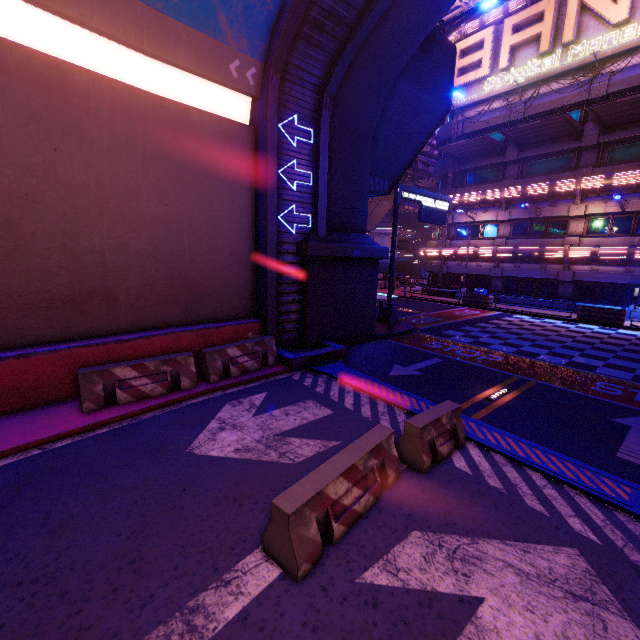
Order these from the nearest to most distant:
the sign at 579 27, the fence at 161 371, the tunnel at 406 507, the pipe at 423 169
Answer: the tunnel at 406 507 < the fence at 161 371 < the sign at 579 27 < the pipe at 423 169

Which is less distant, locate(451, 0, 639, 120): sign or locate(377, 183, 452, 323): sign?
locate(377, 183, 452, 323): sign

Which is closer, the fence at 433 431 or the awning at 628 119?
the fence at 433 431

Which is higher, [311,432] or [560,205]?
[560,205]

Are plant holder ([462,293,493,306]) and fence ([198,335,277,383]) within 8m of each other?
no

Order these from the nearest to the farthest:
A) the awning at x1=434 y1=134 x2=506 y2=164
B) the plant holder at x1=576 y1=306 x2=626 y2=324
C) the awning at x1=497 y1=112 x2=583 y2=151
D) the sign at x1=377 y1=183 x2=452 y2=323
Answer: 1. the sign at x1=377 y1=183 x2=452 y2=323
2. the plant holder at x1=576 y1=306 x2=626 y2=324
3. the awning at x1=497 y1=112 x2=583 y2=151
4. the awning at x1=434 y1=134 x2=506 y2=164

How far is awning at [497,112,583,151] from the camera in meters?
20.9

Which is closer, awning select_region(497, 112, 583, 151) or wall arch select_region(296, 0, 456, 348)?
wall arch select_region(296, 0, 456, 348)
